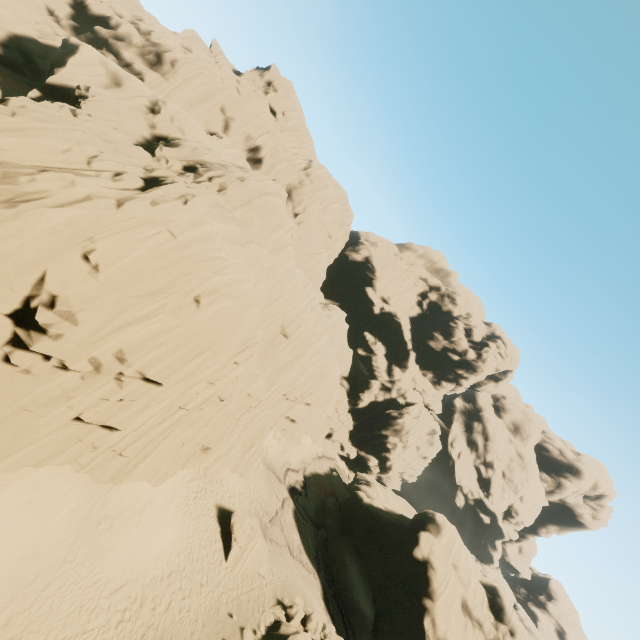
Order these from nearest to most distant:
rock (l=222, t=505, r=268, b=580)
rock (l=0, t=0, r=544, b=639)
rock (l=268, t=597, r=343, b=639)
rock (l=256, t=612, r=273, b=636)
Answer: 1. rock (l=0, t=0, r=544, b=639)
2. rock (l=256, t=612, r=273, b=636)
3. rock (l=268, t=597, r=343, b=639)
4. rock (l=222, t=505, r=268, b=580)

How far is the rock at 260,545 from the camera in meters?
19.9

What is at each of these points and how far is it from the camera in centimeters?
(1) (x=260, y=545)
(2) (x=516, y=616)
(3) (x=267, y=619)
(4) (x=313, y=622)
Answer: (1) rock, 2147cm
(2) rock, 2772cm
(3) rock, 1861cm
(4) rock, 2033cm

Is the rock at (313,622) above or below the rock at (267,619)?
above

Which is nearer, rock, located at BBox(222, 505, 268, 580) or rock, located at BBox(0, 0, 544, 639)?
rock, located at BBox(0, 0, 544, 639)

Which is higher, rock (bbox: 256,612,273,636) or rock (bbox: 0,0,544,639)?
rock (bbox: 0,0,544,639)
